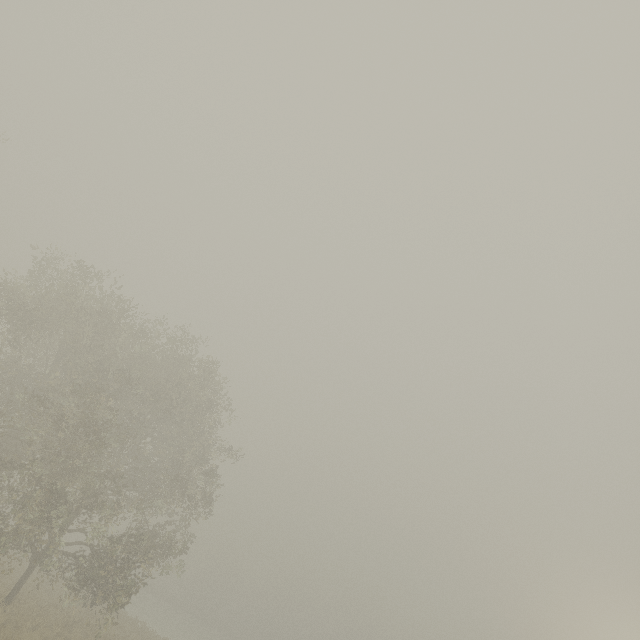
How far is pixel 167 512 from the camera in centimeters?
2281cm
